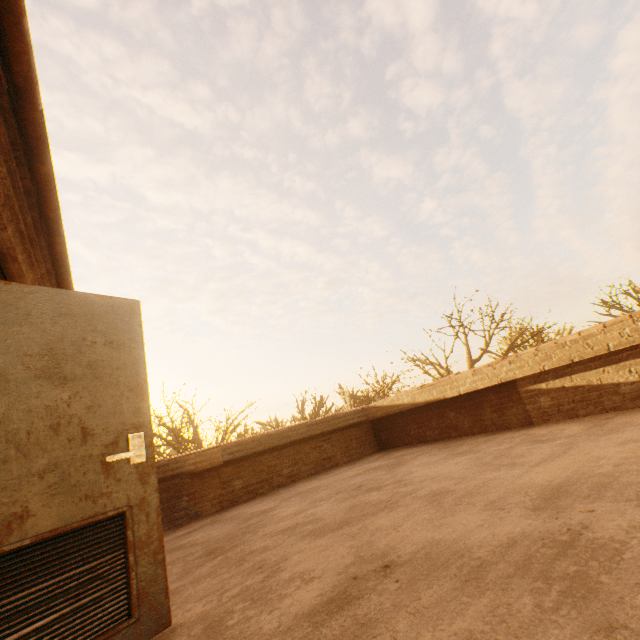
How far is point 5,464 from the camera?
1.61m

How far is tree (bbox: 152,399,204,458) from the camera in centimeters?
1772cm

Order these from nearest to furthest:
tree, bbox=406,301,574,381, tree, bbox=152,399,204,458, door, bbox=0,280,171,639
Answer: door, bbox=0,280,171,639
tree, bbox=406,301,574,381
tree, bbox=152,399,204,458

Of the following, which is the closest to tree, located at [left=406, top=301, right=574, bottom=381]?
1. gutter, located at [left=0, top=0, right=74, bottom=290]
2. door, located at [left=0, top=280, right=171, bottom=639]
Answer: gutter, located at [left=0, top=0, right=74, bottom=290]

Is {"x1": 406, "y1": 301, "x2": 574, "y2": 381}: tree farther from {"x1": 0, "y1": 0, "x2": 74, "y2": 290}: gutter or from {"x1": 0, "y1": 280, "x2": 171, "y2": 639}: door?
{"x1": 0, "y1": 280, "x2": 171, "y2": 639}: door

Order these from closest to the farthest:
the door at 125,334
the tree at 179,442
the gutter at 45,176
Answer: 1. the door at 125,334
2. the gutter at 45,176
3. the tree at 179,442

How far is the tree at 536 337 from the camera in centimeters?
1598cm
